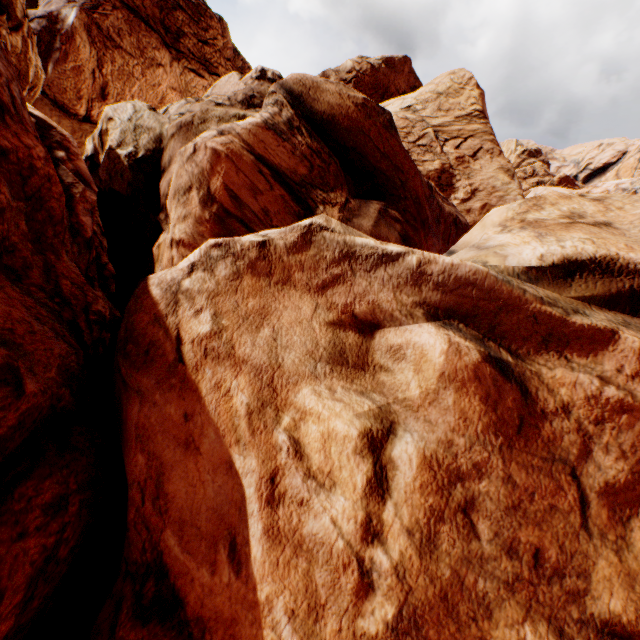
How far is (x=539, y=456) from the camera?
3.88m
